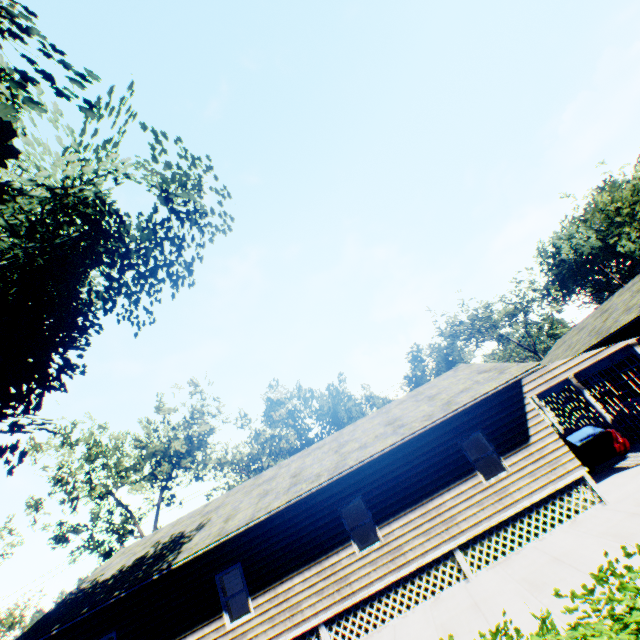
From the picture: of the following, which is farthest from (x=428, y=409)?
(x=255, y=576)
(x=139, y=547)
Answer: (x=139, y=547)

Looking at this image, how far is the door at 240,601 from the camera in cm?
1912

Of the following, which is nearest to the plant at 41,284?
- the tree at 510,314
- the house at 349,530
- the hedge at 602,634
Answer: the hedge at 602,634

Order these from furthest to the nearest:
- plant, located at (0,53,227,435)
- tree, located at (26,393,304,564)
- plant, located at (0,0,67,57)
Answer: tree, located at (26,393,304,564), plant, located at (0,53,227,435), plant, located at (0,0,67,57)

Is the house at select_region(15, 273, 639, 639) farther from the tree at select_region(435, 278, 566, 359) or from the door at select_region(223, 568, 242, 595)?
the tree at select_region(435, 278, 566, 359)

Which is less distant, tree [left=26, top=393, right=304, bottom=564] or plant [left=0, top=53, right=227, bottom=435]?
plant [left=0, top=53, right=227, bottom=435]

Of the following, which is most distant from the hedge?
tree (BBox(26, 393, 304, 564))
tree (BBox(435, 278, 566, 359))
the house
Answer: tree (BBox(435, 278, 566, 359))

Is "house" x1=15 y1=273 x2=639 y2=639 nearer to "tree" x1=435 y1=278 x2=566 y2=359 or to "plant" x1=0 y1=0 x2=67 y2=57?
"plant" x1=0 y1=0 x2=67 y2=57
